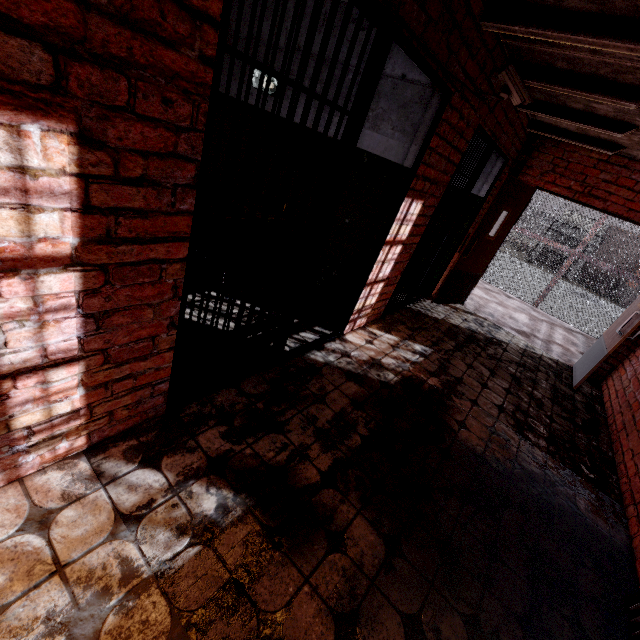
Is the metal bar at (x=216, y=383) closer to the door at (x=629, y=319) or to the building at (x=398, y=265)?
the building at (x=398, y=265)

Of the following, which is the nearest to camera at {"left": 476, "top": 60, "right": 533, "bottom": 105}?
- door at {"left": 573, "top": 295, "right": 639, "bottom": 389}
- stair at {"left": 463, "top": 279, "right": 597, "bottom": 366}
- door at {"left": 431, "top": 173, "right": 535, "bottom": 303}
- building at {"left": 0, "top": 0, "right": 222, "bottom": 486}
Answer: building at {"left": 0, "top": 0, "right": 222, "bottom": 486}

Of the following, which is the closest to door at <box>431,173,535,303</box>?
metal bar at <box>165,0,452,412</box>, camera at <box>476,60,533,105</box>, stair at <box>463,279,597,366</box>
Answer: stair at <box>463,279,597,366</box>

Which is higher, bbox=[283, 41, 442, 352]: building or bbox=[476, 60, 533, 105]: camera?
bbox=[476, 60, 533, 105]: camera

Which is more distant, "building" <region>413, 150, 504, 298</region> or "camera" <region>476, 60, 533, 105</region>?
"building" <region>413, 150, 504, 298</region>

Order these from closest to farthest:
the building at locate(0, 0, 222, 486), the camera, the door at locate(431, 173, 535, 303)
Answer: the building at locate(0, 0, 222, 486) → the camera → the door at locate(431, 173, 535, 303)

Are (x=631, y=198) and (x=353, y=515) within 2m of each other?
no

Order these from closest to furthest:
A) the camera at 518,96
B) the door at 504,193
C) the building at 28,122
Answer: the building at 28,122 < the camera at 518,96 < the door at 504,193
